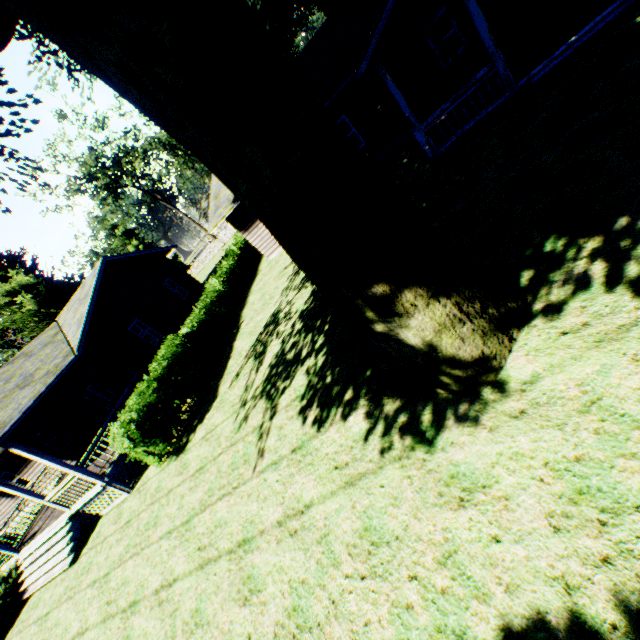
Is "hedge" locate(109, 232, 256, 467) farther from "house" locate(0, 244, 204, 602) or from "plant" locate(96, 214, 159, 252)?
"house" locate(0, 244, 204, 602)

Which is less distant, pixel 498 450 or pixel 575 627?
pixel 575 627

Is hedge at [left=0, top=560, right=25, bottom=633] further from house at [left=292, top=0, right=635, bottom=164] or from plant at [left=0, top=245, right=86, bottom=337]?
house at [left=292, top=0, right=635, bottom=164]

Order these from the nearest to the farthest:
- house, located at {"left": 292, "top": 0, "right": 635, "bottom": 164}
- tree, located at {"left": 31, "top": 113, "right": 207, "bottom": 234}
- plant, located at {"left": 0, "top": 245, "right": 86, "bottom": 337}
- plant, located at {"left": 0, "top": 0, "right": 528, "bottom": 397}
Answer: plant, located at {"left": 0, "top": 0, "right": 528, "bottom": 397} < house, located at {"left": 292, "top": 0, "right": 635, "bottom": 164} < plant, located at {"left": 0, "top": 245, "right": 86, "bottom": 337} < tree, located at {"left": 31, "top": 113, "right": 207, "bottom": 234}

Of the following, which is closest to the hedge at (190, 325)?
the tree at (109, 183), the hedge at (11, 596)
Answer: the hedge at (11, 596)

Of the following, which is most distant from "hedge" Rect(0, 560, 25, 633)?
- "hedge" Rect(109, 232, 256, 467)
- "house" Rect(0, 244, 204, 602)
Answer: "hedge" Rect(109, 232, 256, 467)

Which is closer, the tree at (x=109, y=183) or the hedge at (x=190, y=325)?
the hedge at (x=190, y=325)
